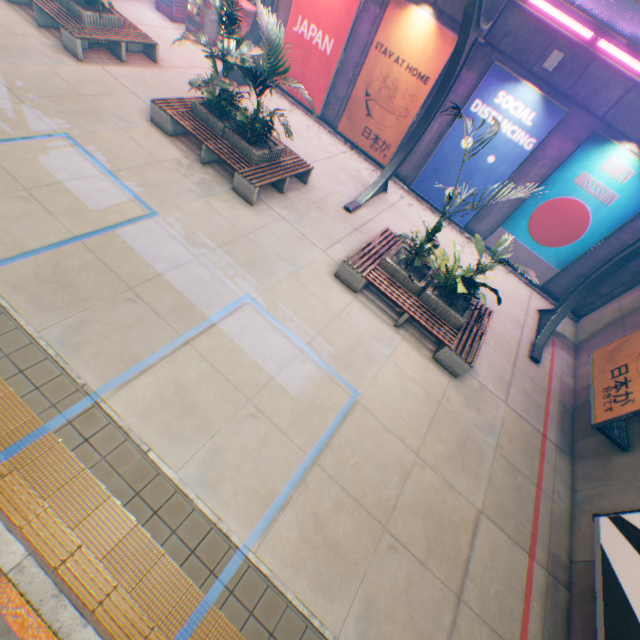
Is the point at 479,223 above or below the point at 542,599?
above

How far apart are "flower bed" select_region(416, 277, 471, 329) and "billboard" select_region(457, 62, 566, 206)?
4.9m

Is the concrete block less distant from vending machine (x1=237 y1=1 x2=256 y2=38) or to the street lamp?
the street lamp

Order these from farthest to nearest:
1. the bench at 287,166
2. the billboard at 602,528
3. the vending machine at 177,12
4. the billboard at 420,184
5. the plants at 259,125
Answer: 1. the vending machine at 177,12
2. the billboard at 420,184
3. the bench at 287,166
4. the plants at 259,125
5. the billboard at 602,528

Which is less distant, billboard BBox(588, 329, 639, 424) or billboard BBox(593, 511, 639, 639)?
billboard BBox(593, 511, 639, 639)

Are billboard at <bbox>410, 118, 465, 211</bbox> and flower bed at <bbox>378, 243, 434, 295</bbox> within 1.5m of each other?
no

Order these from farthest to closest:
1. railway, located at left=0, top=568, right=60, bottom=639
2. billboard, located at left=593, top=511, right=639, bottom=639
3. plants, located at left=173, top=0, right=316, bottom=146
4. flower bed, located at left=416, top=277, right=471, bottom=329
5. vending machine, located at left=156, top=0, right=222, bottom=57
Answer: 1. vending machine, located at left=156, top=0, right=222, bottom=57
2. flower bed, located at left=416, top=277, right=471, bottom=329
3. plants, located at left=173, top=0, right=316, bottom=146
4. billboard, located at left=593, top=511, right=639, bottom=639
5. railway, located at left=0, top=568, right=60, bottom=639

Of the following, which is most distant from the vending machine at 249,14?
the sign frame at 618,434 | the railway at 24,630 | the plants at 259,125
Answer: the sign frame at 618,434
